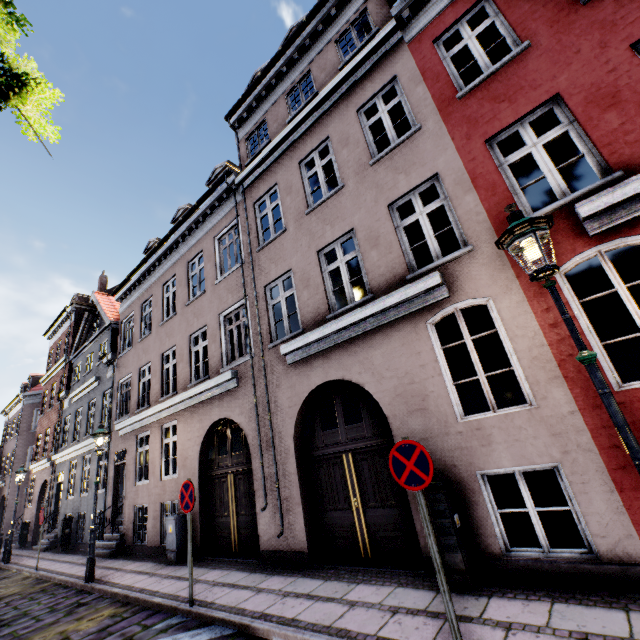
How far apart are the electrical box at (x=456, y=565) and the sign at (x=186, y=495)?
4.0m

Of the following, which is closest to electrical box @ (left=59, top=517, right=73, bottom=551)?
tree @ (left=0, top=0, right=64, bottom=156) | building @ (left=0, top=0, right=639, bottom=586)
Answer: building @ (left=0, top=0, right=639, bottom=586)

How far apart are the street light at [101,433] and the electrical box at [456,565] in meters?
9.0 m

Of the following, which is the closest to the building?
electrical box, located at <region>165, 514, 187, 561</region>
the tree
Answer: electrical box, located at <region>165, 514, 187, 561</region>

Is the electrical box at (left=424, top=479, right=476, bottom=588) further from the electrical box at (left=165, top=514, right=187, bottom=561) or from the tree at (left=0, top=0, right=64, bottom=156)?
the electrical box at (left=165, top=514, right=187, bottom=561)

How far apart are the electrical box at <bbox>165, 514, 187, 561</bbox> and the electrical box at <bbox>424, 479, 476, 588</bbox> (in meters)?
7.51

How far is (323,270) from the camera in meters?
7.7

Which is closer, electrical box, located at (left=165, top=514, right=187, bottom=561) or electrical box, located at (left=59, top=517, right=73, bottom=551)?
electrical box, located at (left=165, top=514, right=187, bottom=561)
